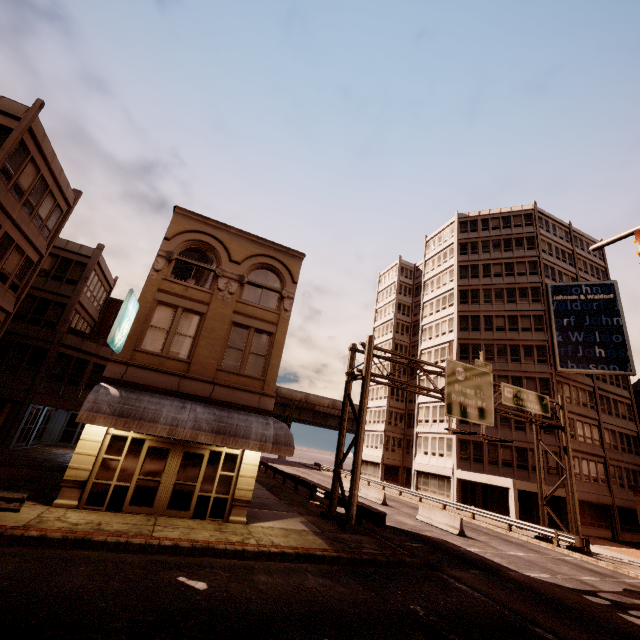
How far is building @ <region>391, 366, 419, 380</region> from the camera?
51.7m

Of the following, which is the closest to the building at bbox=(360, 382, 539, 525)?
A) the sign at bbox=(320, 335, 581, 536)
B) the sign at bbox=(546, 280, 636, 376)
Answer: the sign at bbox=(546, 280, 636, 376)

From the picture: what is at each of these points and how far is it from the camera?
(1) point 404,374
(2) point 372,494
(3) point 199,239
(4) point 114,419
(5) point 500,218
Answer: (1) building, 52.8m
(2) barrier, 29.3m
(3) building, 16.2m
(4) awning, 11.4m
(5) building, 44.3m

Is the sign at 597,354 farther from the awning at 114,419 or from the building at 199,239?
the awning at 114,419

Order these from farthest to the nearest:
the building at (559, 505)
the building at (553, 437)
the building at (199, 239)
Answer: the building at (553, 437), the building at (559, 505), the building at (199, 239)

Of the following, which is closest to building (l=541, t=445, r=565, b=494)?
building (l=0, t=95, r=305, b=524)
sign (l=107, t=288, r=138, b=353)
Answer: building (l=0, t=95, r=305, b=524)

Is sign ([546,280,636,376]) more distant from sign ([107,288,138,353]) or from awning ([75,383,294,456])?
sign ([107,288,138,353])
